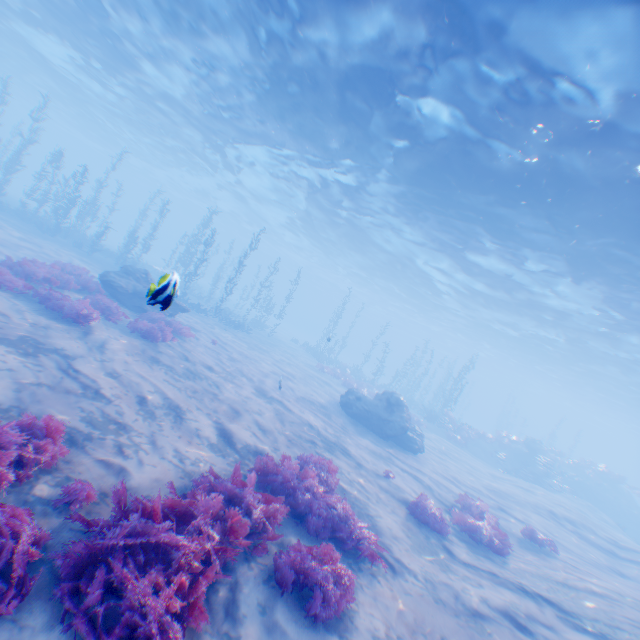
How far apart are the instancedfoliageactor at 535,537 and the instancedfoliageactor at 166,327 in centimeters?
1482cm

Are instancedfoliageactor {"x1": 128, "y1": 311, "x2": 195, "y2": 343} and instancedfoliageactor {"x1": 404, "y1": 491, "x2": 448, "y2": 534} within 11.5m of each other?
yes

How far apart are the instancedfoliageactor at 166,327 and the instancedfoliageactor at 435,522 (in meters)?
10.24

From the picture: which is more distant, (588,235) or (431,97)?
(588,235)

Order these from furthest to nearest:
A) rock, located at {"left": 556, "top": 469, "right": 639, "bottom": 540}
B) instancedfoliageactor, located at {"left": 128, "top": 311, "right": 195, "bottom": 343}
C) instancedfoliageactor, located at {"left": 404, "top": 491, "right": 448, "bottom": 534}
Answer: rock, located at {"left": 556, "top": 469, "right": 639, "bottom": 540} → instancedfoliageactor, located at {"left": 128, "top": 311, "right": 195, "bottom": 343} → instancedfoliageactor, located at {"left": 404, "top": 491, "right": 448, "bottom": 534}

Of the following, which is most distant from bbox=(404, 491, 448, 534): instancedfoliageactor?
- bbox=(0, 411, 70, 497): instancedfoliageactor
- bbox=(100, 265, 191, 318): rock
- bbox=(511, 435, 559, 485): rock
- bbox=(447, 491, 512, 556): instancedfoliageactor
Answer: bbox=(511, 435, 559, 485): rock

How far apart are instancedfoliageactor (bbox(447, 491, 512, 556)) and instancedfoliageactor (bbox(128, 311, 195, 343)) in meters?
11.8

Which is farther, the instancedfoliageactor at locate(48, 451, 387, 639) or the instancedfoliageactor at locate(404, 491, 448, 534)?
the instancedfoliageactor at locate(404, 491, 448, 534)
